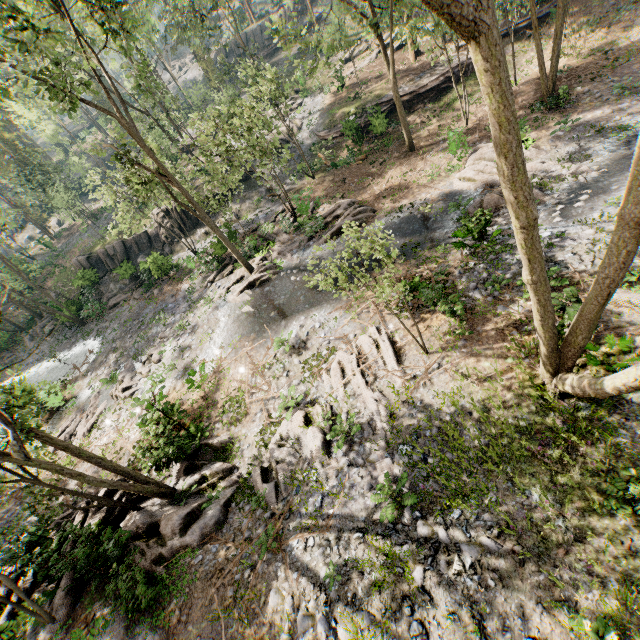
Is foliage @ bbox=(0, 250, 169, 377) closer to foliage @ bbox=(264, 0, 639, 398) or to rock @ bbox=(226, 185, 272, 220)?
rock @ bbox=(226, 185, 272, 220)

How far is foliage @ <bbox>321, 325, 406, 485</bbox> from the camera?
9.8m

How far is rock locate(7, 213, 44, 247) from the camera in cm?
5550

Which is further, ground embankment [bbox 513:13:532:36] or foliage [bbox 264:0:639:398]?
ground embankment [bbox 513:13:532:36]

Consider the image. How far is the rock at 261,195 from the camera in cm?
3006

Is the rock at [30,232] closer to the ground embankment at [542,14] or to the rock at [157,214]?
the rock at [157,214]

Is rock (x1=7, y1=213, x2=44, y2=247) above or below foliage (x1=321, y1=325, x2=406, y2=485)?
above

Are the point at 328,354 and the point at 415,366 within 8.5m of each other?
yes
